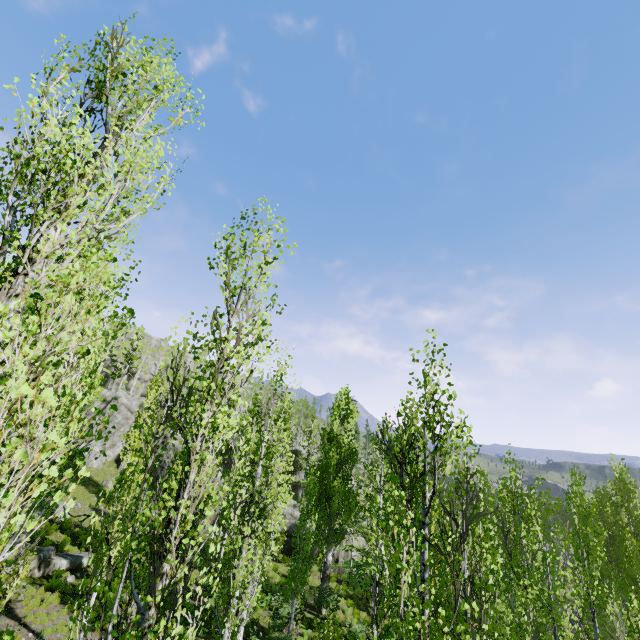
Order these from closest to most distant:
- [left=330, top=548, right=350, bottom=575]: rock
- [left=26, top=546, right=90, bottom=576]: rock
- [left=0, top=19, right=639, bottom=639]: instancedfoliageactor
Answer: [left=0, top=19, right=639, bottom=639]: instancedfoliageactor < [left=26, top=546, right=90, bottom=576]: rock < [left=330, top=548, right=350, bottom=575]: rock

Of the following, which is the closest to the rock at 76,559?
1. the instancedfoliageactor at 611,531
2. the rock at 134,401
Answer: the instancedfoliageactor at 611,531

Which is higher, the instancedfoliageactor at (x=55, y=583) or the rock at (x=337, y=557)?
the instancedfoliageactor at (x=55, y=583)

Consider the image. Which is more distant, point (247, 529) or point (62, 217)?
point (247, 529)

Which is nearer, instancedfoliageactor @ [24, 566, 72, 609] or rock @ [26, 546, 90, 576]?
instancedfoliageactor @ [24, 566, 72, 609]

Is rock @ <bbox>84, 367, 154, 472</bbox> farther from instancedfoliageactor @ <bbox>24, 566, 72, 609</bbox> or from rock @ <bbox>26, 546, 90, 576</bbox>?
rock @ <bbox>26, 546, 90, 576</bbox>

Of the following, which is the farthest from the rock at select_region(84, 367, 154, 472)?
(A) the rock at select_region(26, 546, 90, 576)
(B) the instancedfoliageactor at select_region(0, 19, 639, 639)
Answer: (A) the rock at select_region(26, 546, 90, 576)
